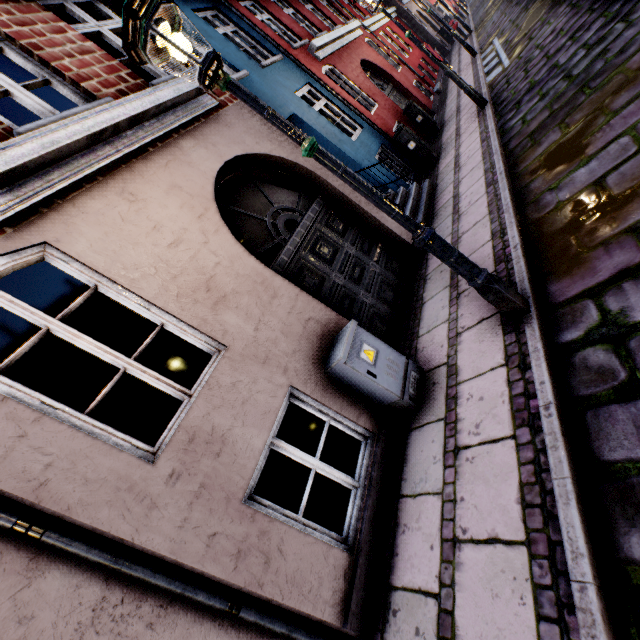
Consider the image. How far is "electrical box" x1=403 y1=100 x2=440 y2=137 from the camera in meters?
10.0 m

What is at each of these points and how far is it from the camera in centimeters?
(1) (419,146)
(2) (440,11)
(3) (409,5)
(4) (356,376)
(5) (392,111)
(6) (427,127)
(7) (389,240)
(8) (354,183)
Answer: (1) electrical box, 856cm
(2) building, 4984cm
(3) building, 2197cm
(4) electrical box, 329cm
(5) building, 1012cm
(6) electrical box, 1027cm
(7) building, 591cm
(8) street light, 249cm

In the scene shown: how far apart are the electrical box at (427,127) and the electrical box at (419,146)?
2.1 meters

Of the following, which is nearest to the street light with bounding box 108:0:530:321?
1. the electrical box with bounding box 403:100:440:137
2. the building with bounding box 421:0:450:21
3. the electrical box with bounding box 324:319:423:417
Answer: the electrical box with bounding box 324:319:423:417

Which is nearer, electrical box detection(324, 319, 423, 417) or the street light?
the street light

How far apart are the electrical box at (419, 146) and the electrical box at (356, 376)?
7.2 meters

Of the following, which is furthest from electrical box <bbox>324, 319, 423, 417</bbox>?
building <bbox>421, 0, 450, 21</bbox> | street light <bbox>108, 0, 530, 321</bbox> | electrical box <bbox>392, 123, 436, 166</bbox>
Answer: building <bbox>421, 0, 450, 21</bbox>

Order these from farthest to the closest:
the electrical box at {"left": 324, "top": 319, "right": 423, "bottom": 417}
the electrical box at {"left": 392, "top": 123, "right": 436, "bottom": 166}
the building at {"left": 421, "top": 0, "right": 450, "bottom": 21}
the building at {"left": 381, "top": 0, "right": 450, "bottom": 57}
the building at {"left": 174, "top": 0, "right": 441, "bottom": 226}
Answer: the building at {"left": 421, "top": 0, "right": 450, "bottom": 21} < the building at {"left": 381, "top": 0, "right": 450, "bottom": 57} < the electrical box at {"left": 392, "top": 123, "right": 436, "bottom": 166} < the building at {"left": 174, "top": 0, "right": 441, "bottom": 226} < the electrical box at {"left": 324, "top": 319, "right": 423, "bottom": 417}
